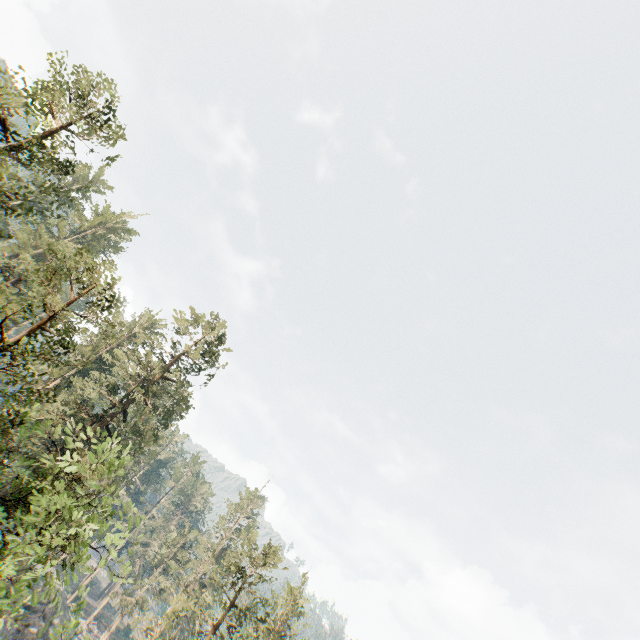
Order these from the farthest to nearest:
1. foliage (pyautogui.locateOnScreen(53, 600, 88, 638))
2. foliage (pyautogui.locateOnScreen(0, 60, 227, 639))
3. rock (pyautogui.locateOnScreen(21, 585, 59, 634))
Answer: rock (pyautogui.locateOnScreen(21, 585, 59, 634)) → foliage (pyautogui.locateOnScreen(0, 60, 227, 639)) → foliage (pyautogui.locateOnScreen(53, 600, 88, 638))

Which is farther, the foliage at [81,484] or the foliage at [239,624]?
the foliage at [239,624]

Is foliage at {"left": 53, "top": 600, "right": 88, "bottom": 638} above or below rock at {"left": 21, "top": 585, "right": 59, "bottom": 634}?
below

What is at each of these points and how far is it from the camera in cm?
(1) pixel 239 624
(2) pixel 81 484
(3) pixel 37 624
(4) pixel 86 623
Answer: (1) foliage, 2591
(2) foliage, 3756
(3) rock, 3703
(4) foliage, 5991

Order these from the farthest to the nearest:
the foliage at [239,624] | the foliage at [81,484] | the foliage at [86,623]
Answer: the foliage at [239,624]
the foliage at [81,484]
the foliage at [86,623]

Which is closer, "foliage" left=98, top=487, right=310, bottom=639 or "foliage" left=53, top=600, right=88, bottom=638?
"foliage" left=53, top=600, right=88, bottom=638

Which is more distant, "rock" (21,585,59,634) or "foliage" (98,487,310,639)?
"rock" (21,585,59,634)
